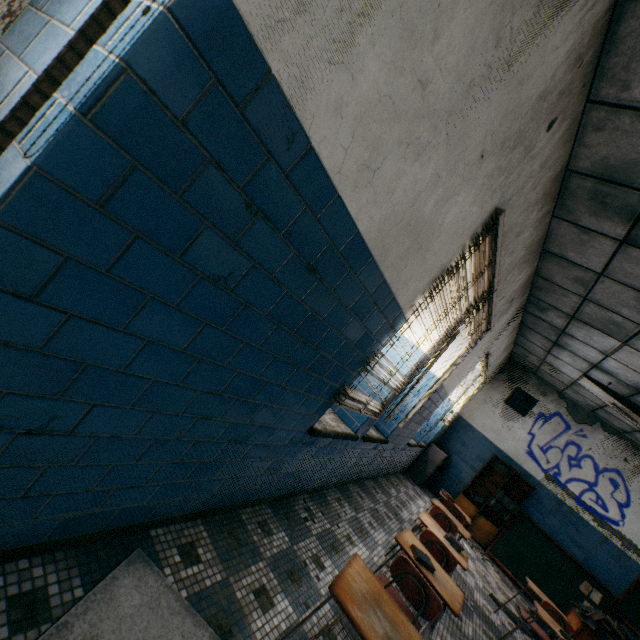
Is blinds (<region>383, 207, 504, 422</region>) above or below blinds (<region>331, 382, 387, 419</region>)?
above

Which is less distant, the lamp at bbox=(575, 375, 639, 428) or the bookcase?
the lamp at bbox=(575, 375, 639, 428)

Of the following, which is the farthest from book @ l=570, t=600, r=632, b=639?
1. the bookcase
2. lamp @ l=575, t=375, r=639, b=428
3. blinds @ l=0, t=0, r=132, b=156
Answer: blinds @ l=0, t=0, r=132, b=156

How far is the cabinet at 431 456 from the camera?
7.7m

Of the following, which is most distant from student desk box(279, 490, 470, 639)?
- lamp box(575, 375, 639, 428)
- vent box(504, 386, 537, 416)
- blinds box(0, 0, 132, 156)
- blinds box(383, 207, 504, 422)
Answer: vent box(504, 386, 537, 416)

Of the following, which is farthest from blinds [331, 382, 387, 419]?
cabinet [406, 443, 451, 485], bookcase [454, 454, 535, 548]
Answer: bookcase [454, 454, 535, 548]

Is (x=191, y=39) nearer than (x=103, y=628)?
Yes

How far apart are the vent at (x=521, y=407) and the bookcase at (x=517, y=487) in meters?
1.2 m
